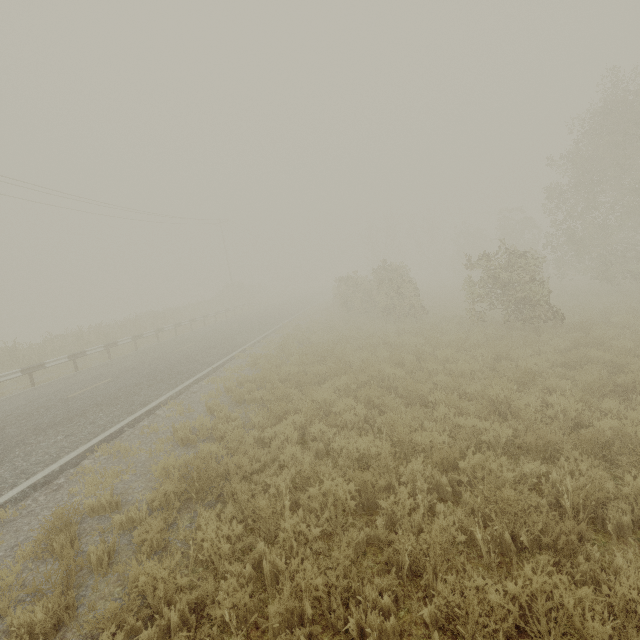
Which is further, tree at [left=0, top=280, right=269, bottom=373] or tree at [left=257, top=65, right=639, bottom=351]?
tree at [left=0, top=280, right=269, bottom=373]

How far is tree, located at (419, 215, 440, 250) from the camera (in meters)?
50.78

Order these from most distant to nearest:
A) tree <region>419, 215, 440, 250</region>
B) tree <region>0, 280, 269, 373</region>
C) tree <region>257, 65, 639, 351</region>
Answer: tree <region>419, 215, 440, 250</region>, tree <region>0, 280, 269, 373</region>, tree <region>257, 65, 639, 351</region>

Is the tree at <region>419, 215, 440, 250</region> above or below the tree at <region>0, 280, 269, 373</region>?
above

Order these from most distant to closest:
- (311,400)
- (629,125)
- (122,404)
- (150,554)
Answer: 1. (629,125)
2. (122,404)
3. (311,400)
4. (150,554)

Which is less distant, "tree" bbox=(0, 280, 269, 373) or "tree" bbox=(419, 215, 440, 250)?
"tree" bbox=(0, 280, 269, 373)

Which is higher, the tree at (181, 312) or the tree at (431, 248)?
the tree at (431, 248)

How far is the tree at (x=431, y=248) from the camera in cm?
5078
